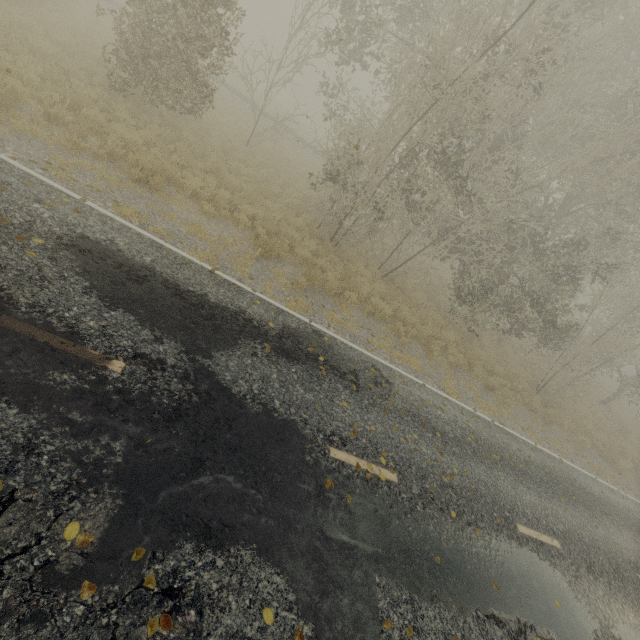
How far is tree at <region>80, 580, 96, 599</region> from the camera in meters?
2.8

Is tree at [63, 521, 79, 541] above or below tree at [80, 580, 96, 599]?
above

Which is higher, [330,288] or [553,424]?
[330,288]

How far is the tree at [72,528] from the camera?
3.0 meters

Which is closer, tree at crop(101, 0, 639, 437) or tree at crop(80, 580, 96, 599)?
tree at crop(80, 580, 96, 599)

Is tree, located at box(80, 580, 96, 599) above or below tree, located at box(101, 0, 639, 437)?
below
